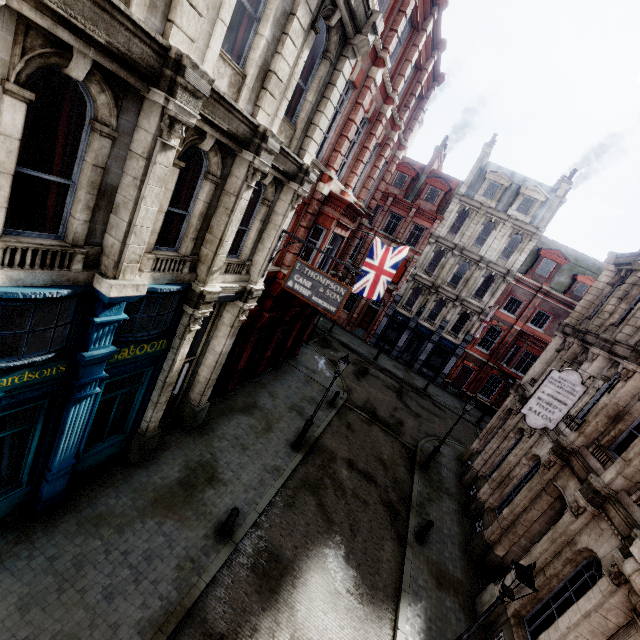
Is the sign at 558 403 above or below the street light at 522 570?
above

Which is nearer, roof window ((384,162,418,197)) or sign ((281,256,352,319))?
sign ((281,256,352,319))

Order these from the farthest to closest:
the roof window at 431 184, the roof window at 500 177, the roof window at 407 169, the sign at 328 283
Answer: the roof window at 407 169, the roof window at 431 184, the roof window at 500 177, the sign at 328 283

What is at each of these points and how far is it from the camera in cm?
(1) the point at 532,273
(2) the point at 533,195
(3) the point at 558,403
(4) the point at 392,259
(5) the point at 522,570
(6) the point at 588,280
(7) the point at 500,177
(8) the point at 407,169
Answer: (1) roof window, 2881
(2) roof window, 2803
(3) sign, 1142
(4) flag, 1623
(5) street light, 648
(6) roof window, 2739
(7) roof window, 2878
(8) roof window, 3114

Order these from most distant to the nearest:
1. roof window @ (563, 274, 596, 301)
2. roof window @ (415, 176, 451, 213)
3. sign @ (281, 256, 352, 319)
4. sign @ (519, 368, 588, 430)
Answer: roof window @ (415, 176, 451, 213), roof window @ (563, 274, 596, 301), sign @ (519, 368, 588, 430), sign @ (281, 256, 352, 319)

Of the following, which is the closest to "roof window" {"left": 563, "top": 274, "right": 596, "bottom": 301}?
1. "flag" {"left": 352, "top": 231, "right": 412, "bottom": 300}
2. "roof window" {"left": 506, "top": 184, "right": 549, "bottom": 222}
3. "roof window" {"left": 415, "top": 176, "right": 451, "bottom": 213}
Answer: "roof window" {"left": 506, "top": 184, "right": 549, "bottom": 222}

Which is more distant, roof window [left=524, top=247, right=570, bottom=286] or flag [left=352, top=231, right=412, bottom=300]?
roof window [left=524, top=247, right=570, bottom=286]

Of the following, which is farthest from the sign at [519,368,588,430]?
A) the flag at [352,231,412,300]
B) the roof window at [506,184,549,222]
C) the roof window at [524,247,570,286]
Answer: the roof window at [506,184,549,222]
